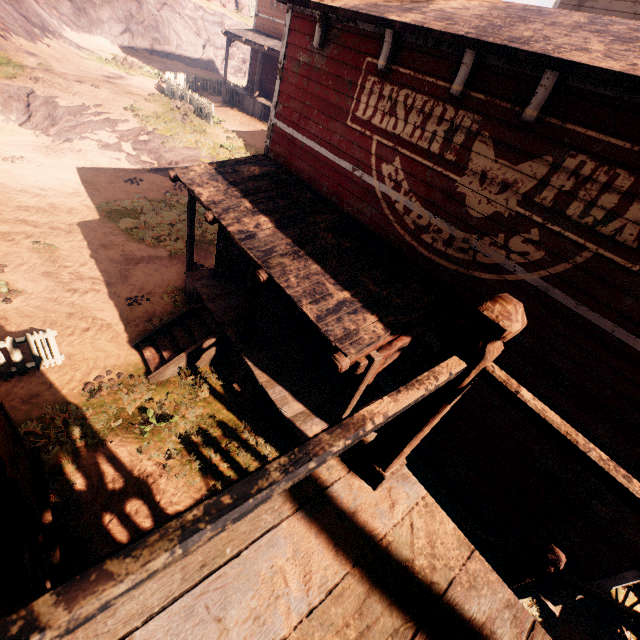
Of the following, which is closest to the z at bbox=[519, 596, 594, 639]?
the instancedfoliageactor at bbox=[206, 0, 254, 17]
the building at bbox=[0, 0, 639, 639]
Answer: the building at bbox=[0, 0, 639, 639]

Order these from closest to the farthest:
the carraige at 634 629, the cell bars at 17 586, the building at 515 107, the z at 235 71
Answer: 1. the building at 515 107
2. the cell bars at 17 586
3. the carraige at 634 629
4. the z at 235 71

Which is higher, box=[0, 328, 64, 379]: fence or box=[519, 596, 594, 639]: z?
box=[0, 328, 64, 379]: fence

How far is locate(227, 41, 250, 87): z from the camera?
32.9 meters

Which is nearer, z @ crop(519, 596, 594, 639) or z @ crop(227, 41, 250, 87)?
z @ crop(519, 596, 594, 639)

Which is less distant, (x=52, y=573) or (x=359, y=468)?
(x=359, y=468)

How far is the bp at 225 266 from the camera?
8.3m

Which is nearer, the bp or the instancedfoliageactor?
the bp
